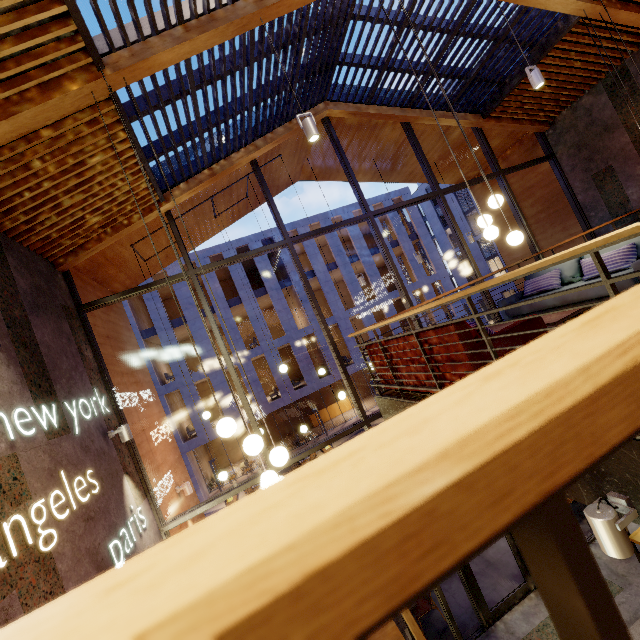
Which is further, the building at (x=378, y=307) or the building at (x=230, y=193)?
the building at (x=378, y=307)

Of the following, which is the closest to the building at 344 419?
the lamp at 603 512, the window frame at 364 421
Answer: Answer: the window frame at 364 421

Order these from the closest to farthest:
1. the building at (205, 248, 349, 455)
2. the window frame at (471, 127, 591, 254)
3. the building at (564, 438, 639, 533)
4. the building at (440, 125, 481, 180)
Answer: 1. the building at (564, 438, 639, 533)
2. the window frame at (471, 127, 591, 254)
3. the building at (440, 125, 481, 180)
4. the building at (205, 248, 349, 455)

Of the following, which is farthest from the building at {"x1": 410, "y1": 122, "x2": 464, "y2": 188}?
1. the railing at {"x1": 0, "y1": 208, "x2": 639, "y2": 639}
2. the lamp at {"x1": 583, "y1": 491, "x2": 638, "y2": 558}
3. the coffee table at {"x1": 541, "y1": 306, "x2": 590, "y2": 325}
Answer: the lamp at {"x1": 583, "y1": 491, "x2": 638, "y2": 558}

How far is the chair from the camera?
6.6 meters

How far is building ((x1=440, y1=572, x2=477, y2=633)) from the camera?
6.5 meters

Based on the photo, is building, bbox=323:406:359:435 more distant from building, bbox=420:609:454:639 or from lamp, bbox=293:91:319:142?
lamp, bbox=293:91:319:142

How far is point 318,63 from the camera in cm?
595
